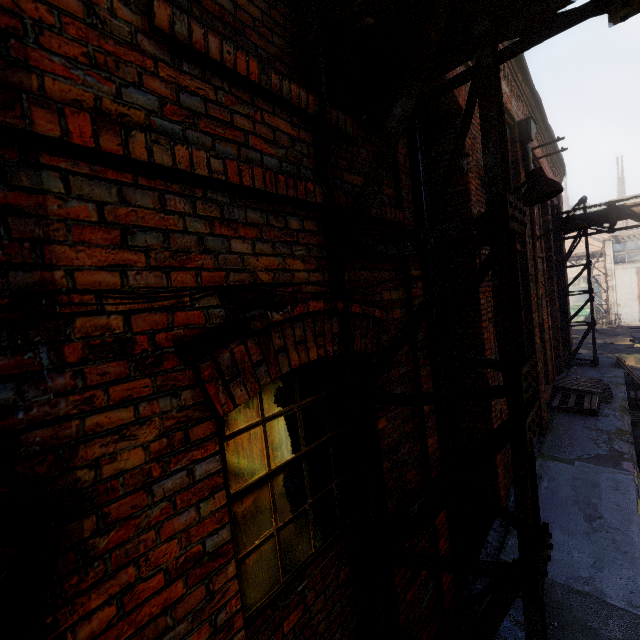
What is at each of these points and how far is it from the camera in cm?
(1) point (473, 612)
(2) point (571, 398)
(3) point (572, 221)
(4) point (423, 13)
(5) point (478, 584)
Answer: (1) building, 325
(2) pallet, 812
(3) light, 695
(4) pipe, 198
(5) building, 354

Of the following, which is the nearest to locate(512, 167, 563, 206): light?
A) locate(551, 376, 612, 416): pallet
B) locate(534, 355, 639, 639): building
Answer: locate(534, 355, 639, 639): building

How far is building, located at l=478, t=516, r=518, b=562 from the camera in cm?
382

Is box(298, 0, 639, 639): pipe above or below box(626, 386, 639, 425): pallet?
above

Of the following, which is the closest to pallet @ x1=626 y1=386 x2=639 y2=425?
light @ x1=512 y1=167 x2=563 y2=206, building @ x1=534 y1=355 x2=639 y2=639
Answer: building @ x1=534 y1=355 x2=639 y2=639

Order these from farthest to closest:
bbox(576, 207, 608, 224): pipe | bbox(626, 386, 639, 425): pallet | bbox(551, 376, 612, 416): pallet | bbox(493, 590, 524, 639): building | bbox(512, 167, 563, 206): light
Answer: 1. bbox(576, 207, 608, 224): pipe
2. bbox(626, 386, 639, 425): pallet
3. bbox(551, 376, 612, 416): pallet
4. bbox(512, 167, 563, 206): light
5. bbox(493, 590, 524, 639): building

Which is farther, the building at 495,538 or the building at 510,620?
the building at 495,538

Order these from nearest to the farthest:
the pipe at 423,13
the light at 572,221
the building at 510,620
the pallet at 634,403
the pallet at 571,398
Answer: the pipe at 423,13, the building at 510,620, the light at 572,221, the pallet at 571,398, the pallet at 634,403
